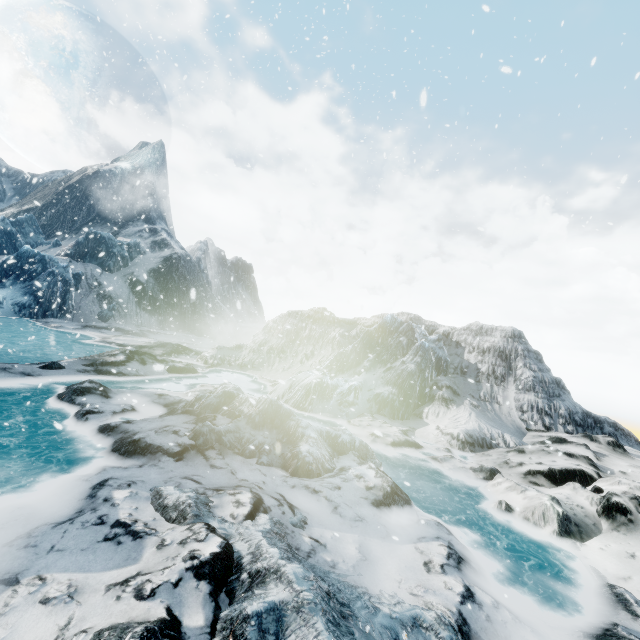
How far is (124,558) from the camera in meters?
3.6
